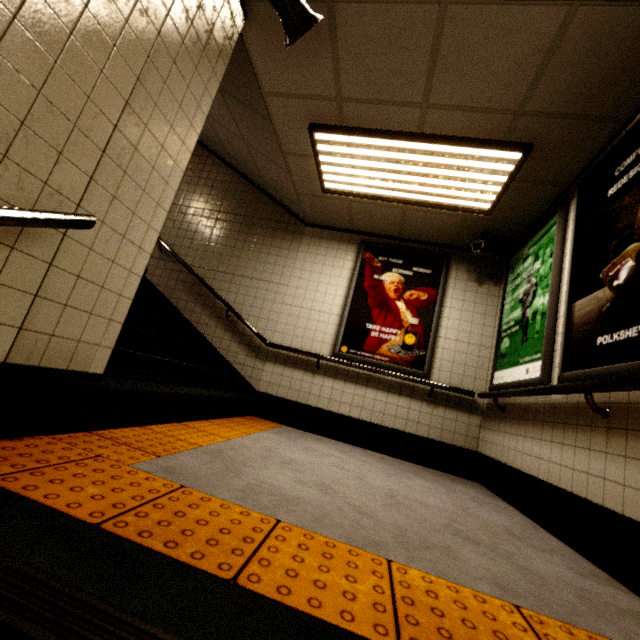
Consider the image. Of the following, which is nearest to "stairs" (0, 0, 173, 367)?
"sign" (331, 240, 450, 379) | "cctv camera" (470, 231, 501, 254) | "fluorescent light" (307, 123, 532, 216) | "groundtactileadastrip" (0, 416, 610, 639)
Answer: "groundtactileadastrip" (0, 416, 610, 639)

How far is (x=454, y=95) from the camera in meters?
2.5 m

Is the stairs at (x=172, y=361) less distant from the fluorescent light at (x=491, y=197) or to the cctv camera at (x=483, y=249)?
the fluorescent light at (x=491, y=197)

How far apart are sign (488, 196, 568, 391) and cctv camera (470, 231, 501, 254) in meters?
0.2

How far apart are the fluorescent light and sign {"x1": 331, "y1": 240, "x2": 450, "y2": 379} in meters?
0.9

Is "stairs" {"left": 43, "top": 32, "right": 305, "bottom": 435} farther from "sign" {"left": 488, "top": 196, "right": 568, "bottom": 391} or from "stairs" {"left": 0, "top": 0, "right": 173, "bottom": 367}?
"sign" {"left": 488, "top": 196, "right": 568, "bottom": 391}

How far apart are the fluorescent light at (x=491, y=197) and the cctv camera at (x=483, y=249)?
0.4m

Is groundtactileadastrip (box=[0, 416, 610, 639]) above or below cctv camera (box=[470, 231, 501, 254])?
below
